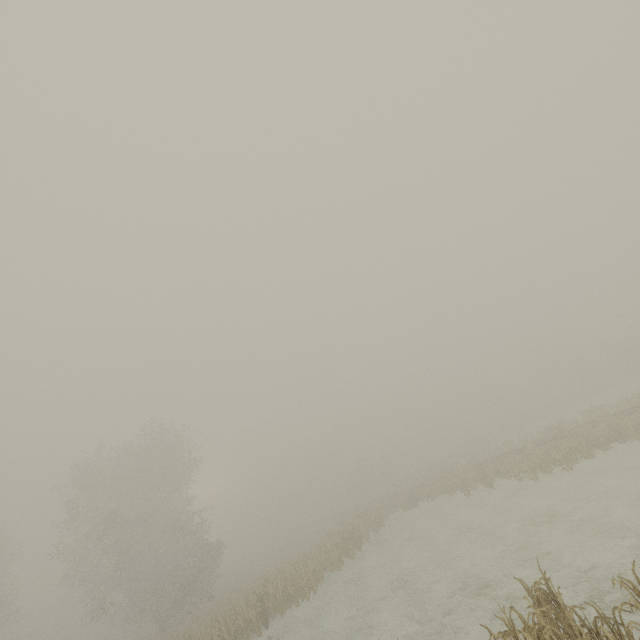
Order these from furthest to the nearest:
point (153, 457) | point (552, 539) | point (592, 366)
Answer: point (592, 366) → point (153, 457) → point (552, 539)
